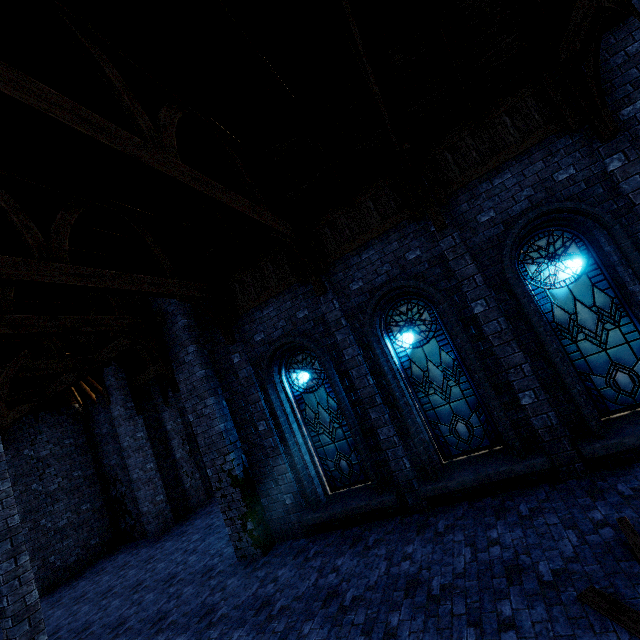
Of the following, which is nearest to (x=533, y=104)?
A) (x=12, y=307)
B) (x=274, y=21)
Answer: (x=274, y=21)

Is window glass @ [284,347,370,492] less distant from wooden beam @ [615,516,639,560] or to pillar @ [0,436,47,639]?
wooden beam @ [615,516,639,560]

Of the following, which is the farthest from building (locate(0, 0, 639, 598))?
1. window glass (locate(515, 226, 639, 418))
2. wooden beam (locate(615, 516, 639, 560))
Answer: wooden beam (locate(615, 516, 639, 560))

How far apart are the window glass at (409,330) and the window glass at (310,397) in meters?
1.5

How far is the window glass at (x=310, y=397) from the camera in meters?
8.0

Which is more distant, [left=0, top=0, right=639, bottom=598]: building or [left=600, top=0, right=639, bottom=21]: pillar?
[left=0, top=0, right=639, bottom=598]: building

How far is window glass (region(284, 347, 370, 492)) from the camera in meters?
8.0 m

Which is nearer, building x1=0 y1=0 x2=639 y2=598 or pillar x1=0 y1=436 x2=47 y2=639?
building x1=0 y1=0 x2=639 y2=598
